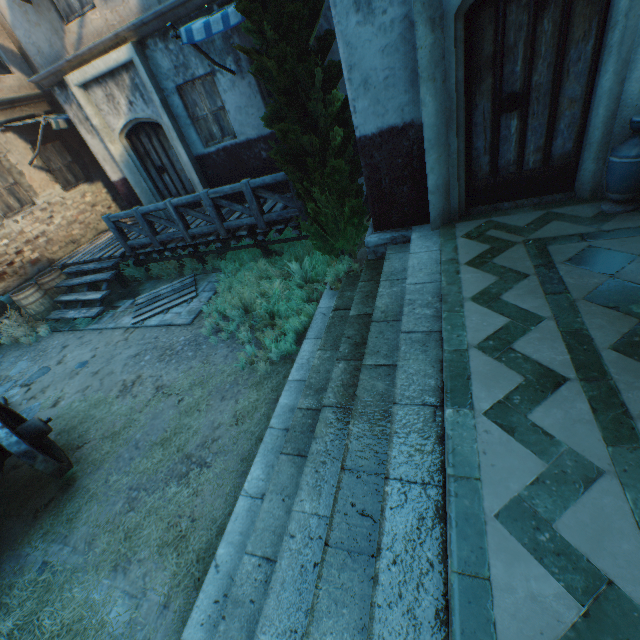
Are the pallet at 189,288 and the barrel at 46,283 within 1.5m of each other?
no

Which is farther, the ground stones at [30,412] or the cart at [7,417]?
the ground stones at [30,412]

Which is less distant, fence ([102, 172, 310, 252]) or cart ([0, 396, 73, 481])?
cart ([0, 396, 73, 481])

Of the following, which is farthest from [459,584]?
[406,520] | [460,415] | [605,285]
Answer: [605,285]

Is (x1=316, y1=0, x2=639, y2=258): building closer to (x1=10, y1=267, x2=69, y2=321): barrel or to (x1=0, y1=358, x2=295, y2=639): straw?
(x1=10, y1=267, x2=69, y2=321): barrel

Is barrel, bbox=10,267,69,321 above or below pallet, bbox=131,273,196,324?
above

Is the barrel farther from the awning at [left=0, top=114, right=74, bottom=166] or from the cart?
the awning at [left=0, top=114, right=74, bottom=166]

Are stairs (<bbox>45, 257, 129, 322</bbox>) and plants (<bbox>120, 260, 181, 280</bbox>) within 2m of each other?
yes
